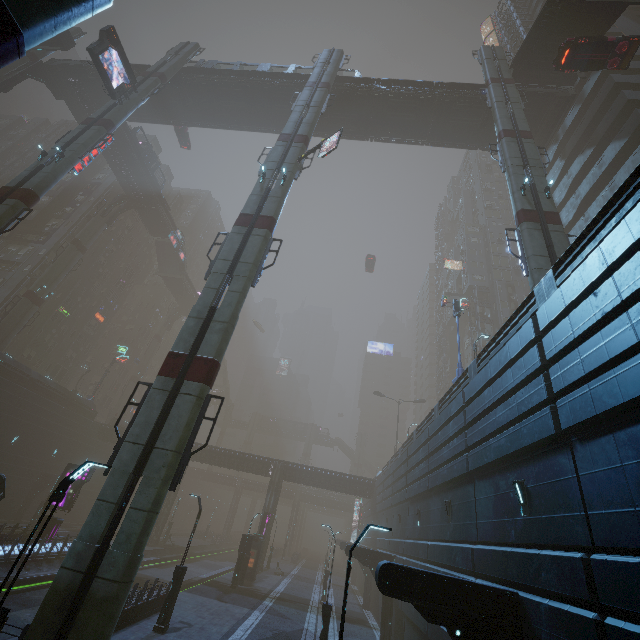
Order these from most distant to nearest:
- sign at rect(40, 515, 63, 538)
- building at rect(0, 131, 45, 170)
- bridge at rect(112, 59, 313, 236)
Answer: building at rect(0, 131, 45, 170) < bridge at rect(112, 59, 313, 236) < sign at rect(40, 515, 63, 538)

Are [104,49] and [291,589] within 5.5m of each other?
no

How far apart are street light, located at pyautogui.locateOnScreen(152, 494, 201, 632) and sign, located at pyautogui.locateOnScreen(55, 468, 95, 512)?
14.82m

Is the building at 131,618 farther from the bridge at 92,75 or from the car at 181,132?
the car at 181,132

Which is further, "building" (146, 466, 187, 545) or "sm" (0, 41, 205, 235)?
"building" (146, 466, 187, 545)

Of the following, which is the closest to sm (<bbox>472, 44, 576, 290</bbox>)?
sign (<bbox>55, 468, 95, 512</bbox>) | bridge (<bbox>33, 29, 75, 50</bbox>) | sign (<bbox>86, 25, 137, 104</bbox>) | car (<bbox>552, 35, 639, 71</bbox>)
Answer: car (<bbox>552, 35, 639, 71</bbox>)

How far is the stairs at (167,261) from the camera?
55.8m
